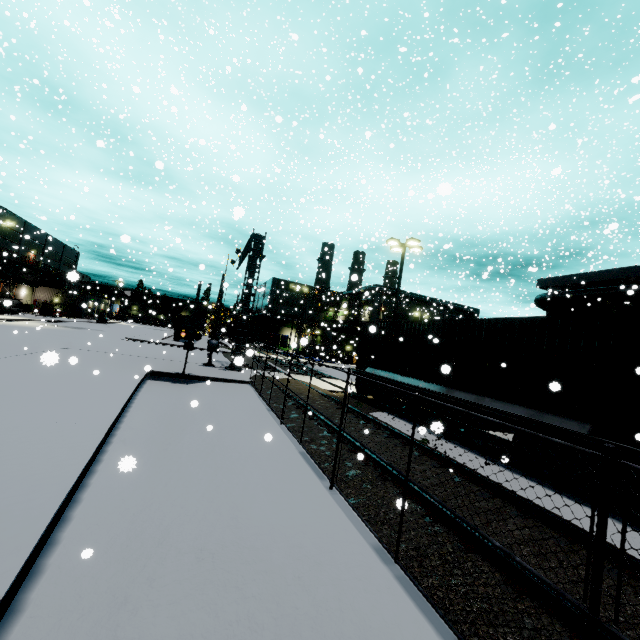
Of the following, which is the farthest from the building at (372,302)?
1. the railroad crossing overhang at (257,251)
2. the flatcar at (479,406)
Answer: the railroad crossing overhang at (257,251)

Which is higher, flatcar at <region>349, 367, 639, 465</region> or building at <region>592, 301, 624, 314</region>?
building at <region>592, 301, 624, 314</region>

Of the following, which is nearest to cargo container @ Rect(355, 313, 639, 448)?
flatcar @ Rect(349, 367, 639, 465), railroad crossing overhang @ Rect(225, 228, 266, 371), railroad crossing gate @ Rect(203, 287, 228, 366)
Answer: flatcar @ Rect(349, 367, 639, 465)

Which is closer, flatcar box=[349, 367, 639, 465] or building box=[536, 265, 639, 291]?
flatcar box=[349, 367, 639, 465]

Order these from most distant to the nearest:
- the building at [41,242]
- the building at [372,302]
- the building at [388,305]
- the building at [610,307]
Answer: the building at [388,305]
the building at [372,302]
the building at [41,242]
the building at [610,307]

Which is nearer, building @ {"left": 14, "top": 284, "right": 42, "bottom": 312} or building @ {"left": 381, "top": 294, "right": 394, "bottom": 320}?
building @ {"left": 14, "top": 284, "right": 42, "bottom": 312}

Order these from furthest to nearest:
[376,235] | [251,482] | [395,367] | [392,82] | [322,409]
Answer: [392,82] → [376,235] → [395,367] → [322,409] → [251,482]
